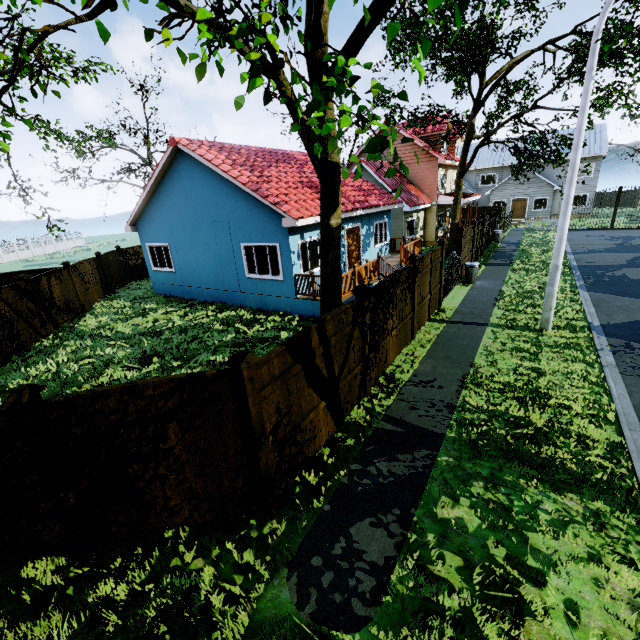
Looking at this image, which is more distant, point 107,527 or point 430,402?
point 430,402

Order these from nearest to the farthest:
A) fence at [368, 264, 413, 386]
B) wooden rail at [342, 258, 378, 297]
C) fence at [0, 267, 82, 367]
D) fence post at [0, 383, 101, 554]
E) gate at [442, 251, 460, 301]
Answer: fence post at [0, 383, 101, 554] < fence at [368, 264, 413, 386] < fence at [0, 267, 82, 367] < wooden rail at [342, 258, 378, 297] < gate at [442, 251, 460, 301]

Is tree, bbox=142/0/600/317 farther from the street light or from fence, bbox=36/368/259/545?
→ the street light

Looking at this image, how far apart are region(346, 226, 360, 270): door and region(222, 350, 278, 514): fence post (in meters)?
11.89

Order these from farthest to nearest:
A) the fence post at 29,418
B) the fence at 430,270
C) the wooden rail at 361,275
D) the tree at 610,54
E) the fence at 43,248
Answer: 1. the fence at 43,248
2. the wooden rail at 361,275
3. the fence at 430,270
4. the tree at 610,54
5. the fence post at 29,418

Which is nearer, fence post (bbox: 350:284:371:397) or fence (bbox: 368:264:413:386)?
fence post (bbox: 350:284:371:397)

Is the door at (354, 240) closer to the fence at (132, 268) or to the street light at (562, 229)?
the fence at (132, 268)

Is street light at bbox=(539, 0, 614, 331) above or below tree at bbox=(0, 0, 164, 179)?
below
